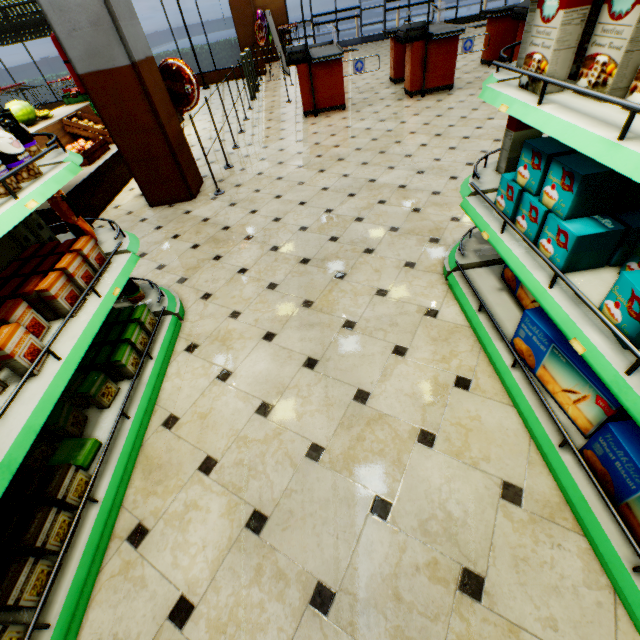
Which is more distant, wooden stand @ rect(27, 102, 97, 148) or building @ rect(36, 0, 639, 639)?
wooden stand @ rect(27, 102, 97, 148)

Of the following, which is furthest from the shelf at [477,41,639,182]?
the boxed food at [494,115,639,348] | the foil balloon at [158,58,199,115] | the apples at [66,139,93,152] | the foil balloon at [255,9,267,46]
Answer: the foil balloon at [255,9,267,46]

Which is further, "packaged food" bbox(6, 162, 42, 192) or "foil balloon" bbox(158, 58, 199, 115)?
"foil balloon" bbox(158, 58, 199, 115)

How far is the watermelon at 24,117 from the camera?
5.0 meters

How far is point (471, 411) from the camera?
1.8 meters

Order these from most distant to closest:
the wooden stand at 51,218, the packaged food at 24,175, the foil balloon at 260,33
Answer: the foil balloon at 260,33 → the wooden stand at 51,218 → the packaged food at 24,175

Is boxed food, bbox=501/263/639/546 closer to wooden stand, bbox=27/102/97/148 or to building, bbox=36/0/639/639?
building, bbox=36/0/639/639

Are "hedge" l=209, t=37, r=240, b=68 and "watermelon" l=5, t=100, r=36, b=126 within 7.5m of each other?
no
